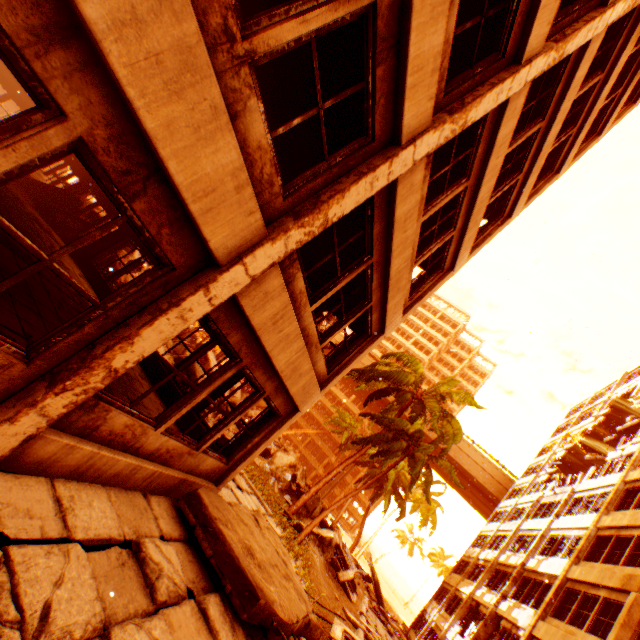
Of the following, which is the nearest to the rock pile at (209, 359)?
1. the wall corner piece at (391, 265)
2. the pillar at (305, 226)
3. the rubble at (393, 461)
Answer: the rubble at (393, 461)

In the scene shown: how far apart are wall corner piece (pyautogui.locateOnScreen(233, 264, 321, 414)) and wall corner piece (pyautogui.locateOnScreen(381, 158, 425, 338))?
2.2 meters

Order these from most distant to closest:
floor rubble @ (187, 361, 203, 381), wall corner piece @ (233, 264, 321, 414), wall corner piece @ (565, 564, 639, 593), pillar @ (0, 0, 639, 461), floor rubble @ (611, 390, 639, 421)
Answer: floor rubble @ (611, 390, 639, 421) → floor rubble @ (187, 361, 203, 381) → wall corner piece @ (565, 564, 639, 593) → wall corner piece @ (233, 264, 321, 414) → pillar @ (0, 0, 639, 461)

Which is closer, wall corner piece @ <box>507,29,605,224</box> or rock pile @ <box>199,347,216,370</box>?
wall corner piece @ <box>507,29,605,224</box>

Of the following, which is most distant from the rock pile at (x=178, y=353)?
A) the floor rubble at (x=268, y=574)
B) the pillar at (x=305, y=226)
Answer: the pillar at (x=305, y=226)

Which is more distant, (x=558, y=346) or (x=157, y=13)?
(x=558, y=346)

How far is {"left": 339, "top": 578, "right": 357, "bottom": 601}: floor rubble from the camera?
18.1 meters

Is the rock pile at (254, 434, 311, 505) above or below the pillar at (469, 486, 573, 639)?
below
